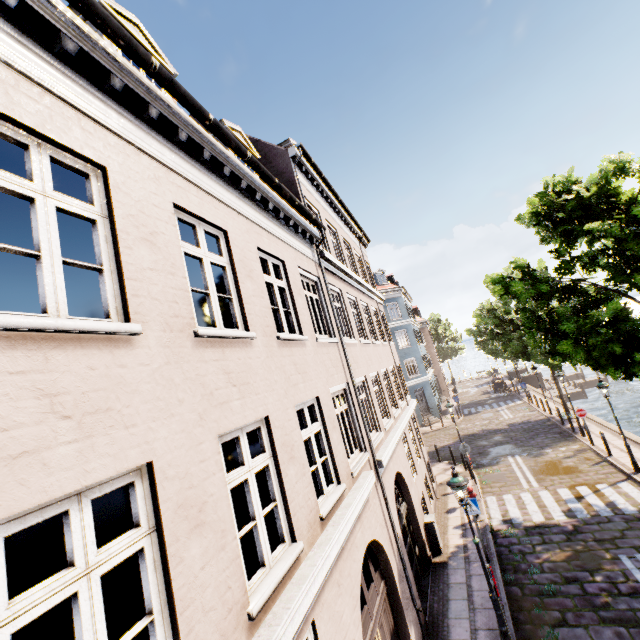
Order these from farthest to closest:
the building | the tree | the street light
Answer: the tree, the street light, the building

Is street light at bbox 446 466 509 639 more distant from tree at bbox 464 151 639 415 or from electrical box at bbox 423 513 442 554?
tree at bbox 464 151 639 415

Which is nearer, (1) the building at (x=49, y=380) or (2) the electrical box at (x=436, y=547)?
(1) the building at (x=49, y=380)

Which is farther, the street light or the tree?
the tree

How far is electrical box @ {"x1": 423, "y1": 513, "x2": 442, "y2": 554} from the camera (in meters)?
11.13

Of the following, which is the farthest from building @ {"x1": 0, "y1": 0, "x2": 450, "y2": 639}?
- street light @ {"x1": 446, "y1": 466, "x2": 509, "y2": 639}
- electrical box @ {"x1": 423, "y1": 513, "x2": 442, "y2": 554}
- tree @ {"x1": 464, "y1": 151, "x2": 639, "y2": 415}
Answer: electrical box @ {"x1": 423, "y1": 513, "x2": 442, "y2": 554}

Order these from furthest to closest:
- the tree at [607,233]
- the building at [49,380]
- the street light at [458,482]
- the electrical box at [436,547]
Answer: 1. the electrical box at [436,547]
2. the tree at [607,233]
3. the street light at [458,482]
4. the building at [49,380]

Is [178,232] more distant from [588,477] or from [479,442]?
[479,442]
